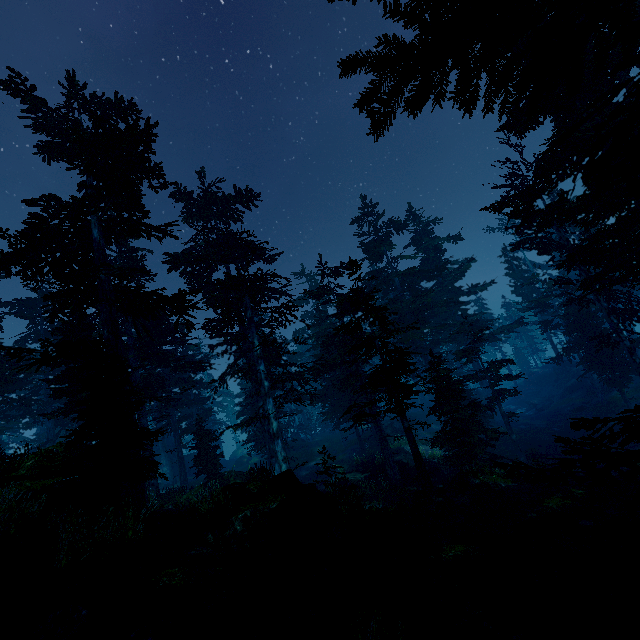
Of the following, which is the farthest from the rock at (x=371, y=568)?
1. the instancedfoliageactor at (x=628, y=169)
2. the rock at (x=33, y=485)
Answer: the rock at (x=33, y=485)

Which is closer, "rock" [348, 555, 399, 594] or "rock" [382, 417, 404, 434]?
"rock" [348, 555, 399, 594]

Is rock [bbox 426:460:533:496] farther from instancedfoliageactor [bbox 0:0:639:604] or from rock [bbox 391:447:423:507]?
rock [bbox 391:447:423:507]

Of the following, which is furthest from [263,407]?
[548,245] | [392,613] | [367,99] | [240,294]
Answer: [548,245]

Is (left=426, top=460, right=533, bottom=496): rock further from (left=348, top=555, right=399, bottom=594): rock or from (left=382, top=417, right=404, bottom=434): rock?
(left=382, top=417, right=404, bottom=434): rock

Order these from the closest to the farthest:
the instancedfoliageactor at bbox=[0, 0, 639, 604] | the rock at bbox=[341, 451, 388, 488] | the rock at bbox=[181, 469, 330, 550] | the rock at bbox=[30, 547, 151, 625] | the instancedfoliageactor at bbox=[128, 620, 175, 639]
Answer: the instancedfoliageactor at bbox=[0, 0, 639, 604]
the instancedfoliageactor at bbox=[128, 620, 175, 639]
the rock at bbox=[30, 547, 151, 625]
the rock at bbox=[181, 469, 330, 550]
the rock at bbox=[341, 451, 388, 488]

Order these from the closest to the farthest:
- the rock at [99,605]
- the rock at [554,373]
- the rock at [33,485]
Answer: the rock at [99,605]
the rock at [33,485]
the rock at [554,373]

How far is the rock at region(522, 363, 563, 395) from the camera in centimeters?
4153cm
